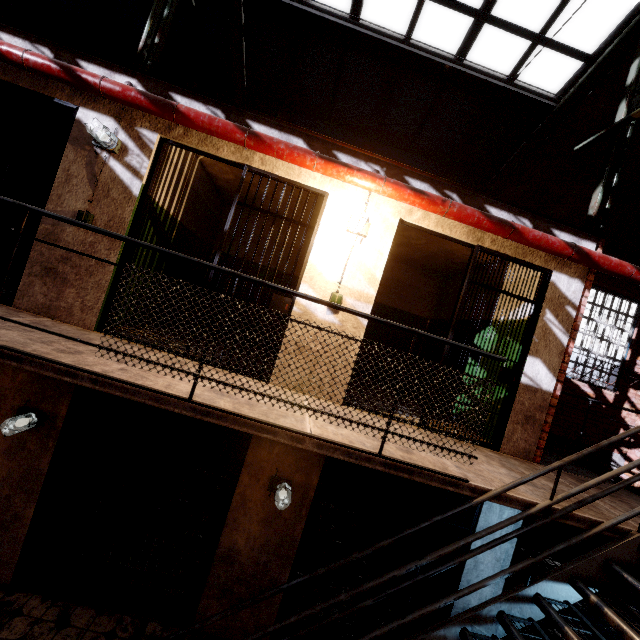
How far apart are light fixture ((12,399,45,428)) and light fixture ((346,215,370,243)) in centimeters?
405cm

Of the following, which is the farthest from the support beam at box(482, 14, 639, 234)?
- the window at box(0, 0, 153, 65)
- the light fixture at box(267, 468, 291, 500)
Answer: the light fixture at box(267, 468, 291, 500)

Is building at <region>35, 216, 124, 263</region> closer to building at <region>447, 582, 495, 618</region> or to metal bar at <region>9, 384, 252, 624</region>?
building at <region>447, 582, 495, 618</region>

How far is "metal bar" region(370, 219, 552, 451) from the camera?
4.00m

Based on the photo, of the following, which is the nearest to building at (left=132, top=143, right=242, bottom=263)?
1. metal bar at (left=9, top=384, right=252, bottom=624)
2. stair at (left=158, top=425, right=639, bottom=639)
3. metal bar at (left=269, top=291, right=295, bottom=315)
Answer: metal bar at (left=269, top=291, right=295, bottom=315)

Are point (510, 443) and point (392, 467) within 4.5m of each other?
yes

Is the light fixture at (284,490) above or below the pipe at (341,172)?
below

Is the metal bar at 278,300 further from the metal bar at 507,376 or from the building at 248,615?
the metal bar at 507,376
